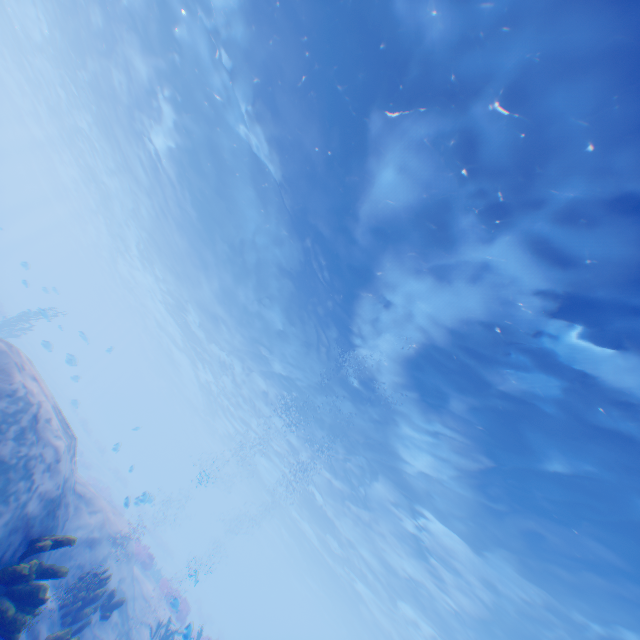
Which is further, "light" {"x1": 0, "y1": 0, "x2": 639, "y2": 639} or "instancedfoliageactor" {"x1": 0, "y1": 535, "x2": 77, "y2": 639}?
"light" {"x1": 0, "y1": 0, "x2": 639, "y2": 639}

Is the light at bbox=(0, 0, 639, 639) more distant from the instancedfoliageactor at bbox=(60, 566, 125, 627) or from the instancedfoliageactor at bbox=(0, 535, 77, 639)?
the instancedfoliageactor at bbox=(60, 566, 125, 627)

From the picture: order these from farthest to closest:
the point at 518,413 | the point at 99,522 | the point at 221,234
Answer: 1. the point at 221,234
2. the point at 518,413
3. the point at 99,522

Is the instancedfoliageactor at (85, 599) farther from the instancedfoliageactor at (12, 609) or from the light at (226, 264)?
the light at (226, 264)

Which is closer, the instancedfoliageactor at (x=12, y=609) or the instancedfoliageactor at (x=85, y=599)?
the instancedfoliageactor at (x=12, y=609)

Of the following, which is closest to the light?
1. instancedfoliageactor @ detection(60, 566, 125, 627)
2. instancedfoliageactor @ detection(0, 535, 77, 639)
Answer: instancedfoliageactor @ detection(0, 535, 77, 639)

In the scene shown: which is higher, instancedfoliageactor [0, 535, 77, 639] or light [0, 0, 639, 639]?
light [0, 0, 639, 639]
